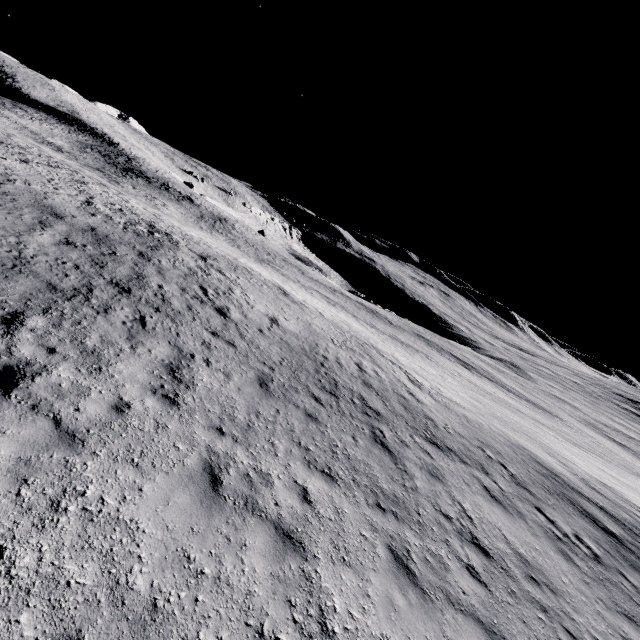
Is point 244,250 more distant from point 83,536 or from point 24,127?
point 83,536
